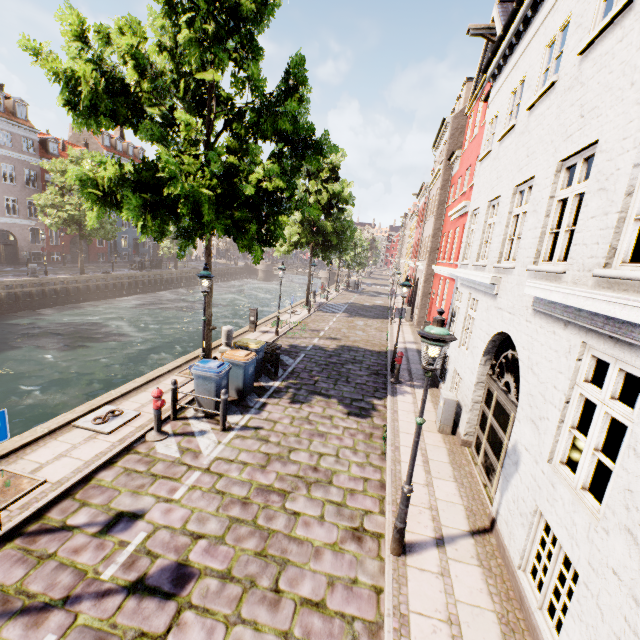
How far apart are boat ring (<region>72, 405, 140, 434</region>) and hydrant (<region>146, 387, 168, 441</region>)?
0.7 meters

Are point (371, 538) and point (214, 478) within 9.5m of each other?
yes

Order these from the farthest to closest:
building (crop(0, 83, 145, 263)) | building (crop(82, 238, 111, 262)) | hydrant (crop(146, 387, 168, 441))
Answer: building (crop(82, 238, 111, 262))
building (crop(0, 83, 145, 263))
hydrant (crop(146, 387, 168, 441))

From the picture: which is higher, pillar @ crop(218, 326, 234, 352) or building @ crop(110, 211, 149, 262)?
building @ crop(110, 211, 149, 262)

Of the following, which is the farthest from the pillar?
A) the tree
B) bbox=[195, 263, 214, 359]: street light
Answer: bbox=[195, 263, 214, 359]: street light

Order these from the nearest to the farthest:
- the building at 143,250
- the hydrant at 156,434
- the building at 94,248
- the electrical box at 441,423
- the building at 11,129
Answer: the hydrant at 156,434 → the electrical box at 441,423 → the building at 11,129 → the building at 94,248 → the building at 143,250

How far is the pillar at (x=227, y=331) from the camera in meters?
13.2

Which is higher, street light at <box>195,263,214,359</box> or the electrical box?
street light at <box>195,263,214,359</box>
